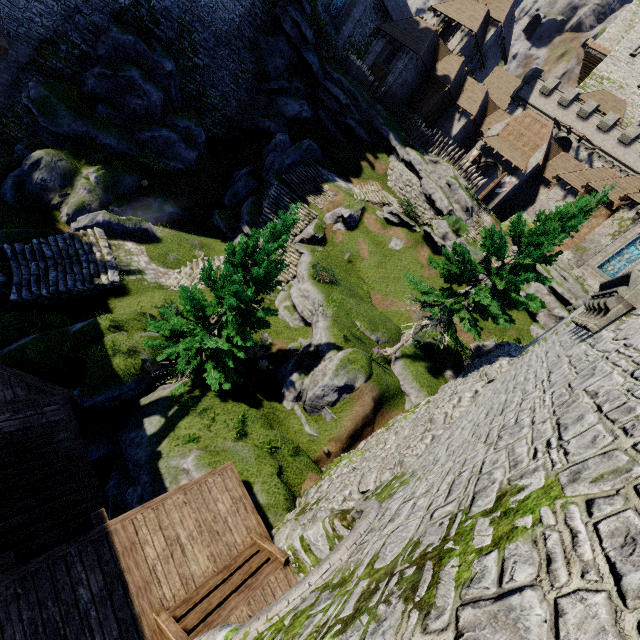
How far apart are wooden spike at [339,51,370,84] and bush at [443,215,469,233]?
17.8m

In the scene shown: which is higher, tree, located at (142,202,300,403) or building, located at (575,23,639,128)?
building, located at (575,23,639,128)

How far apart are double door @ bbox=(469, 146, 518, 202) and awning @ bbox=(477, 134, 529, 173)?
0.5m

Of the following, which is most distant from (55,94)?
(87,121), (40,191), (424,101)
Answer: (424,101)

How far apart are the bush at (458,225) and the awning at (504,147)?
13.5 meters

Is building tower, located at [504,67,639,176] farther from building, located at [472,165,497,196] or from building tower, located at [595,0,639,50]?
building tower, located at [595,0,639,50]

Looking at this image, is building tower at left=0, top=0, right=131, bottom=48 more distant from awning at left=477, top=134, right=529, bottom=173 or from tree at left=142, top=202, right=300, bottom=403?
awning at left=477, top=134, right=529, bottom=173

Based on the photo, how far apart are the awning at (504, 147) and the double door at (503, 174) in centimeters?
45cm
